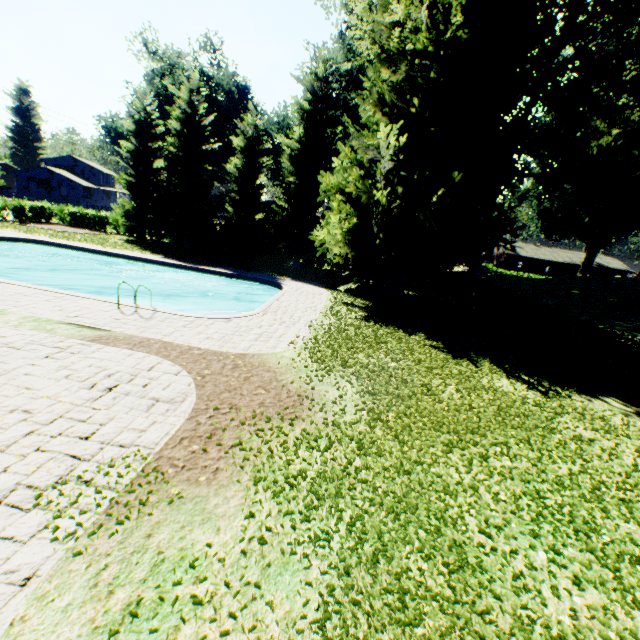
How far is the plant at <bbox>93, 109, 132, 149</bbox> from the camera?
40.7m

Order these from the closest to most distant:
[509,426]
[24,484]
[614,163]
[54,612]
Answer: [54,612]
[24,484]
[509,426]
[614,163]

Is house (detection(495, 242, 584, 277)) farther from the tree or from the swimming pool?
the swimming pool

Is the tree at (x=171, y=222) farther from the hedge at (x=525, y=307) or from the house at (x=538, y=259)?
the hedge at (x=525, y=307)

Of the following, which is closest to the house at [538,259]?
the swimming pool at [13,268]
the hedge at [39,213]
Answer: the hedge at [39,213]

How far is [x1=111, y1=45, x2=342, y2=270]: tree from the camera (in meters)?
25.66

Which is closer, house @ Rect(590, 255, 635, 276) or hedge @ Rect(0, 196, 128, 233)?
hedge @ Rect(0, 196, 128, 233)

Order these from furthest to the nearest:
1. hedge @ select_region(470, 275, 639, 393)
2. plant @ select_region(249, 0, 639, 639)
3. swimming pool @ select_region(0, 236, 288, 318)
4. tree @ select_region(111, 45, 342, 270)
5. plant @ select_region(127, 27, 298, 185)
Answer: plant @ select_region(127, 27, 298, 185) → tree @ select_region(111, 45, 342, 270) → swimming pool @ select_region(0, 236, 288, 318) → hedge @ select_region(470, 275, 639, 393) → plant @ select_region(249, 0, 639, 639)
